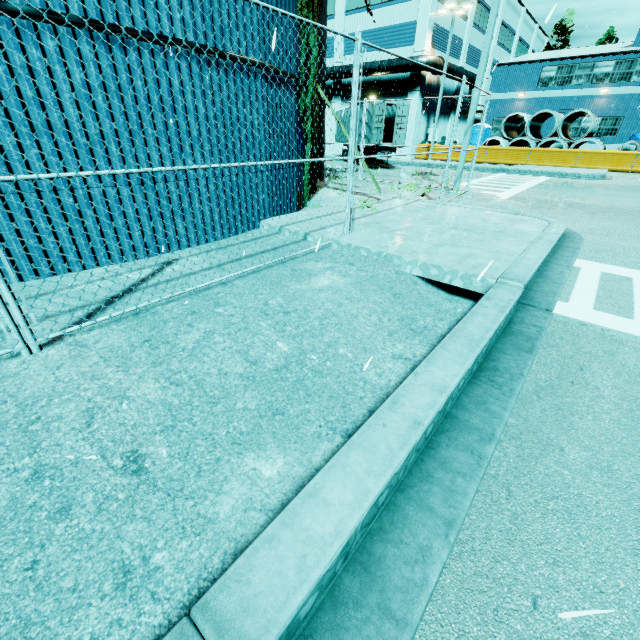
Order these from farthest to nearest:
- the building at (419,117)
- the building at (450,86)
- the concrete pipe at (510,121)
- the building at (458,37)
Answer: the building at (450,86), the building at (458,37), the building at (419,117), the concrete pipe at (510,121)

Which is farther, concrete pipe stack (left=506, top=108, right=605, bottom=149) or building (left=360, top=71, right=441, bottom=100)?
building (left=360, top=71, right=441, bottom=100)

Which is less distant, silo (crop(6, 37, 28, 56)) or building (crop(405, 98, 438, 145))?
silo (crop(6, 37, 28, 56))

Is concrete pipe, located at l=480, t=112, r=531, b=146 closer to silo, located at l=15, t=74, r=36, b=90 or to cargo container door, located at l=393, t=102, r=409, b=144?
silo, located at l=15, t=74, r=36, b=90

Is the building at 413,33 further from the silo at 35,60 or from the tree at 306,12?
the silo at 35,60

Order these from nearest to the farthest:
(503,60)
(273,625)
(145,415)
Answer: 1. (273,625)
2. (145,415)
3. (503,60)

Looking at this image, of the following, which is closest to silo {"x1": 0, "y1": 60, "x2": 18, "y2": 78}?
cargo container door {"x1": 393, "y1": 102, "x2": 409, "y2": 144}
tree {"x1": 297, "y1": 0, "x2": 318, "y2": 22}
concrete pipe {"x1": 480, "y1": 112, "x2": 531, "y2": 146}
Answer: tree {"x1": 297, "y1": 0, "x2": 318, "y2": 22}

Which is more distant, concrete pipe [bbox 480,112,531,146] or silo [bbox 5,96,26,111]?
concrete pipe [bbox 480,112,531,146]
